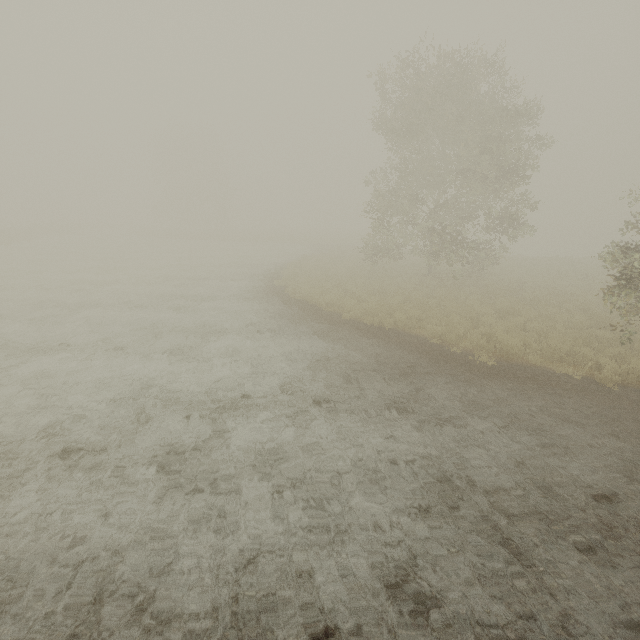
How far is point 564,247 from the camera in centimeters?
5656cm
